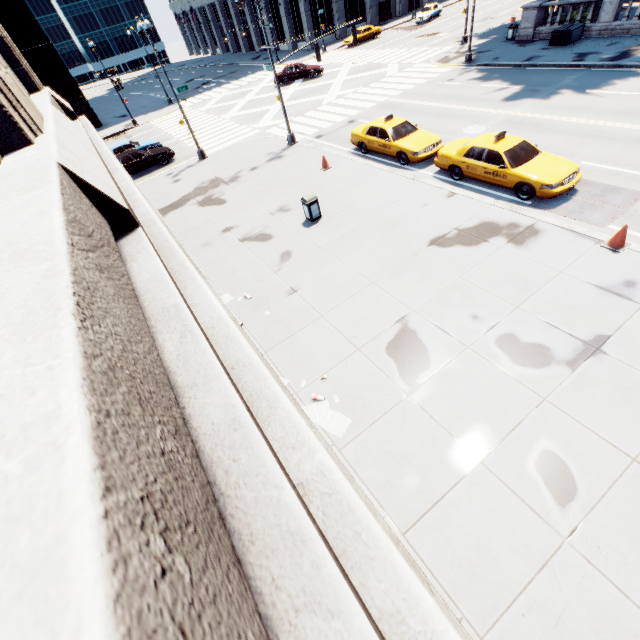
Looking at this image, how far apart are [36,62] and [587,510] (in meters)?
54.21

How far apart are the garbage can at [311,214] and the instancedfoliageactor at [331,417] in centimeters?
817cm

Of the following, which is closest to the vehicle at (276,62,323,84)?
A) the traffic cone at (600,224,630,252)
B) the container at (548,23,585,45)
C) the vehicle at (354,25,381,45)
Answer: the vehicle at (354,25,381,45)

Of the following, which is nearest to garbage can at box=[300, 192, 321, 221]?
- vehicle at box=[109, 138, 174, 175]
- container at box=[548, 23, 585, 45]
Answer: vehicle at box=[109, 138, 174, 175]

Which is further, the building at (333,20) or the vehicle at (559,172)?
the building at (333,20)

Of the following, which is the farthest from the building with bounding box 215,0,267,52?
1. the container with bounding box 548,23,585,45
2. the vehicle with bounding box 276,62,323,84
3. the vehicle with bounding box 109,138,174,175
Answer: the vehicle with bounding box 109,138,174,175

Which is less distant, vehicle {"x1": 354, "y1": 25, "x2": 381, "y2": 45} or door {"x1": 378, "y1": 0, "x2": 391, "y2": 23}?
vehicle {"x1": 354, "y1": 25, "x2": 381, "y2": 45}

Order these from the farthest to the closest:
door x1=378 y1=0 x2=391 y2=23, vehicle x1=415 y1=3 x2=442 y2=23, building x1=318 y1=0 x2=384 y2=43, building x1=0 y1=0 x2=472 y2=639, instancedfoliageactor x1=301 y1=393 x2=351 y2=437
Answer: door x1=378 y1=0 x2=391 y2=23 → building x1=318 y1=0 x2=384 y2=43 → vehicle x1=415 y1=3 x2=442 y2=23 → instancedfoliageactor x1=301 y1=393 x2=351 y2=437 → building x1=0 y1=0 x2=472 y2=639
